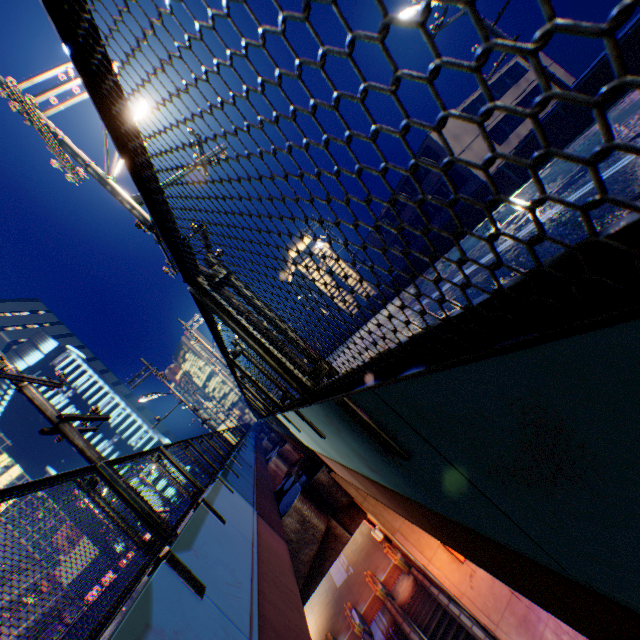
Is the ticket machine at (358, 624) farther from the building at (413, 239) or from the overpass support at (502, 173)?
the building at (413, 239)

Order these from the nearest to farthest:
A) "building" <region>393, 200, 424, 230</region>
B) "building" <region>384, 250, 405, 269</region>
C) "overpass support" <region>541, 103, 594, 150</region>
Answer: "overpass support" <region>541, 103, 594, 150</region>
"building" <region>393, 200, 424, 230</region>
"building" <region>384, 250, 405, 269</region>

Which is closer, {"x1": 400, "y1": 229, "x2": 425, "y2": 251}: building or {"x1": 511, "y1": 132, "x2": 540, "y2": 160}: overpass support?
{"x1": 511, "y1": 132, "x2": 540, "y2": 160}: overpass support

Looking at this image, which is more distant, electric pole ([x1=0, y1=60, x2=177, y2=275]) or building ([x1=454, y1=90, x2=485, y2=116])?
building ([x1=454, y1=90, x2=485, y2=116])

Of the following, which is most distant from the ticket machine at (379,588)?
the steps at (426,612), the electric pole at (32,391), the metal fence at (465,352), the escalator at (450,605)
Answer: the electric pole at (32,391)

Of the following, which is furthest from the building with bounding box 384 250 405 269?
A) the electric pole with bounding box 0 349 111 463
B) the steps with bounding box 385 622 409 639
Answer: the electric pole with bounding box 0 349 111 463

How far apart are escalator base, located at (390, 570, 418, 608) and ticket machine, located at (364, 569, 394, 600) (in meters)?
0.03

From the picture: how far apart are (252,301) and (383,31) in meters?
1.9 m
